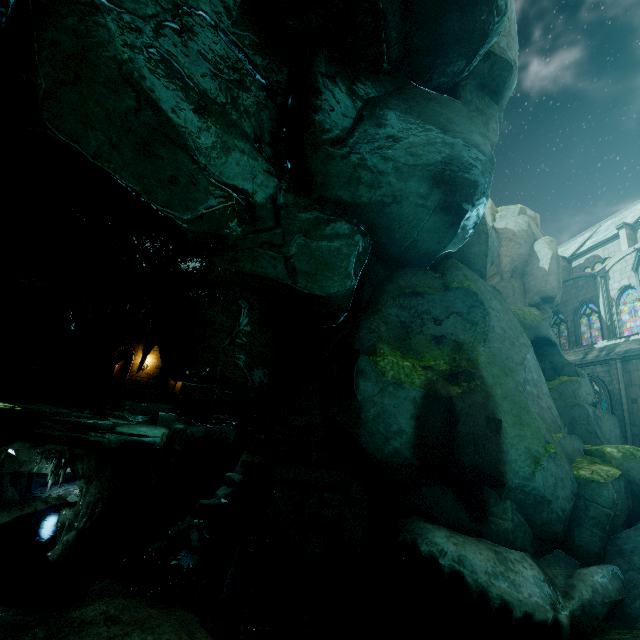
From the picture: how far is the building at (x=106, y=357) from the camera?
29.5m

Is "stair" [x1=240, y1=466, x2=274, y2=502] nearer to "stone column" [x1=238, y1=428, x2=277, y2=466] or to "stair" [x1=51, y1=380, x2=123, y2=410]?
"stone column" [x1=238, y1=428, x2=277, y2=466]

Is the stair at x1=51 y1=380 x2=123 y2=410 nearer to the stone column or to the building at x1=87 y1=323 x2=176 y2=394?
the building at x1=87 y1=323 x2=176 y2=394

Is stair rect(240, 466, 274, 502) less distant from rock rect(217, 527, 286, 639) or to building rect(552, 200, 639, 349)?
rock rect(217, 527, 286, 639)

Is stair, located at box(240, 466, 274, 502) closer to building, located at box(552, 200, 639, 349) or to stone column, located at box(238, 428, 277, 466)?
stone column, located at box(238, 428, 277, 466)

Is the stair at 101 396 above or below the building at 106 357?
below

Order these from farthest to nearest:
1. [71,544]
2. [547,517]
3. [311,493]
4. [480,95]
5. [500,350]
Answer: [71,544]
[480,95]
[311,493]
[500,350]
[547,517]

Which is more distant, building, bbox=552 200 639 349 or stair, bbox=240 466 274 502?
building, bbox=552 200 639 349
